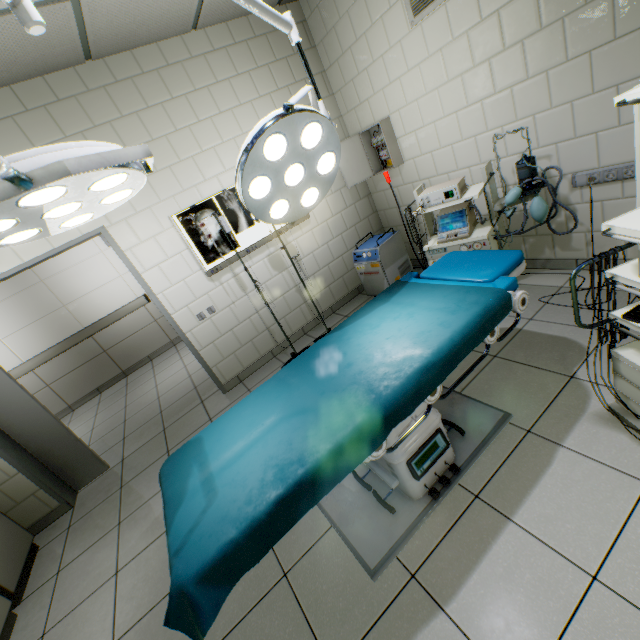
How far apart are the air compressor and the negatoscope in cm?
66

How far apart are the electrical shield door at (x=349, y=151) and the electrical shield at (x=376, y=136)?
0.0 meters

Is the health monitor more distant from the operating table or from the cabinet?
the cabinet

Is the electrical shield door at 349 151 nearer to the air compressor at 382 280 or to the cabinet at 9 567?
the air compressor at 382 280

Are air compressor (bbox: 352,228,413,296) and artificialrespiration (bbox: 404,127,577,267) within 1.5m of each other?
yes

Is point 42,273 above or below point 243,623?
above

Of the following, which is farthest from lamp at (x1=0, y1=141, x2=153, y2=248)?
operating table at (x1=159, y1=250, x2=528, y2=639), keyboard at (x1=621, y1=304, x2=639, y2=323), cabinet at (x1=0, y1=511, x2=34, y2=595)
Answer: cabinet at (x1=0, y1=511, x2=34, y2=595)

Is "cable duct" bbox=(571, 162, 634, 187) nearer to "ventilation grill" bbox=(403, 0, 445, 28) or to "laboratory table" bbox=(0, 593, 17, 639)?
"ventilation grill" bbox=(403, 0, 445, 28)
